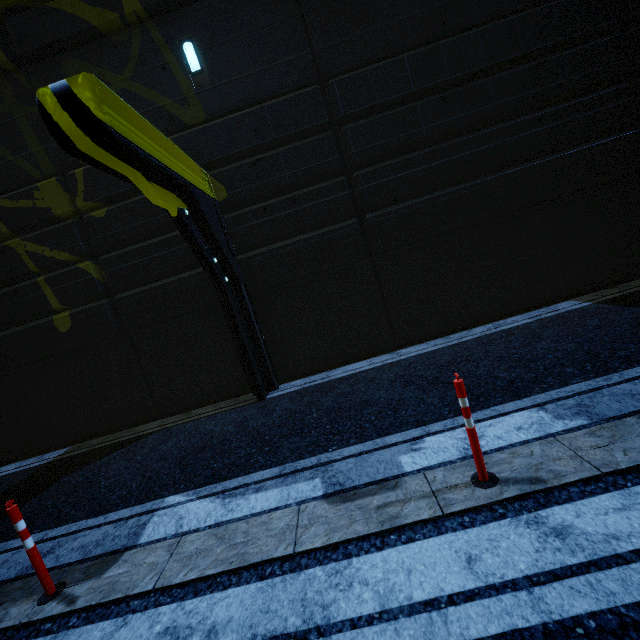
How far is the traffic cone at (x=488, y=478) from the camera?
2.62m

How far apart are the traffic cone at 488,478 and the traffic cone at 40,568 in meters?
3.9

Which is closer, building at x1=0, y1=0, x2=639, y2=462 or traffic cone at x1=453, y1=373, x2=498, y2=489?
traffic cone at x1=453, y1=373, x2=498, y2=489

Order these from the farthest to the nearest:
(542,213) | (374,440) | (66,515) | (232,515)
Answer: (542,213)
(66,515)
(374,440)
(232,515)

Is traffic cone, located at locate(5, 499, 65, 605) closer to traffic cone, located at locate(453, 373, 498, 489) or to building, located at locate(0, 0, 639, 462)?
traffic cone, located at locate(453, 373, 498, 489)

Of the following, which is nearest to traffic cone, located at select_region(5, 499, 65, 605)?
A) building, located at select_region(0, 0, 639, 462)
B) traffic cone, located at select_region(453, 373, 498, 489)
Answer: traffic cone, located at select_region(453, 373, 498, 489)

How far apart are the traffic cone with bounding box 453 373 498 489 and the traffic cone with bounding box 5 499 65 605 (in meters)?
3.89
